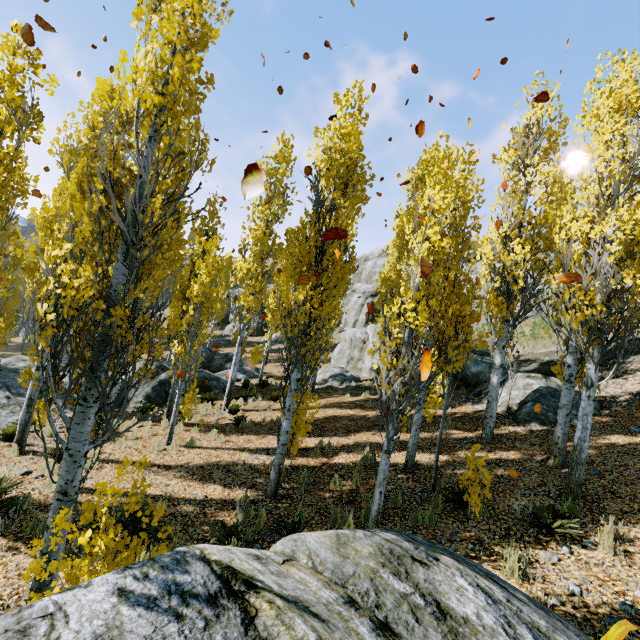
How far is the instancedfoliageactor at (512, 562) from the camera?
4.48m

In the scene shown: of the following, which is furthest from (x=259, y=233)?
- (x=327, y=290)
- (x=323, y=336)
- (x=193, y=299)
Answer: (x=327, y=290)

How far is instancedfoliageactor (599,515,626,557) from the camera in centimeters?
484cm

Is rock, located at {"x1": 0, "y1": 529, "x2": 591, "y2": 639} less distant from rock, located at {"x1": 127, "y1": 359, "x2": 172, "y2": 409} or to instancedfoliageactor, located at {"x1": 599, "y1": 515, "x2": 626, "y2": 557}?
instancedfoliageactor, located at {"x1": 599, "y1": 515, "x2": 626, "y2": 557}

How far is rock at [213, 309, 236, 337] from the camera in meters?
39.0 m

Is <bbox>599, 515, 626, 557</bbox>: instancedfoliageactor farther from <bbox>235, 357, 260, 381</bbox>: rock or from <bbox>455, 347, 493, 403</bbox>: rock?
<bbox>455, 347, 493, 403</bbox>: rock

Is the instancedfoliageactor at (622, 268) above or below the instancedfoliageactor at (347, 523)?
above
